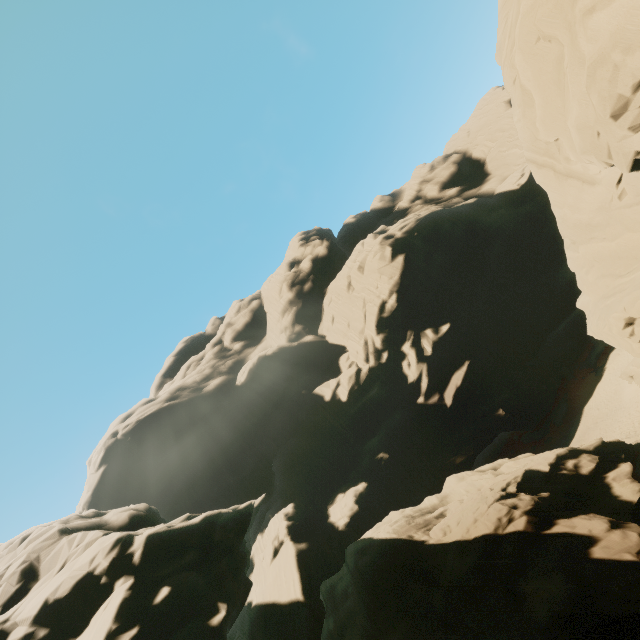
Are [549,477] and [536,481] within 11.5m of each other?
yes
